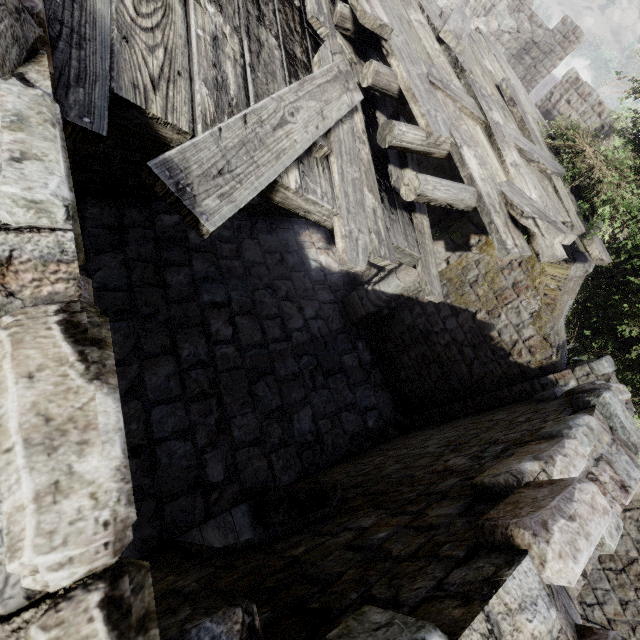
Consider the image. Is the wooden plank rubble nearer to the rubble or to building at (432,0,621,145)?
building at (432,0,621,145)

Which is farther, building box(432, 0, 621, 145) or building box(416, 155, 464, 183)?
building box(432, 0, 621, 145)

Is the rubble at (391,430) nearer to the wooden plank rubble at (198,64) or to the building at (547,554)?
the building at (547,554)

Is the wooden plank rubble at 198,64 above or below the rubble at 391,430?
above

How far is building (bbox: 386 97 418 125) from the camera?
9.6 meters

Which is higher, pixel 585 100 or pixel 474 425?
pixel 585 100

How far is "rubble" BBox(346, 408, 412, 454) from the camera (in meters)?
9.27
